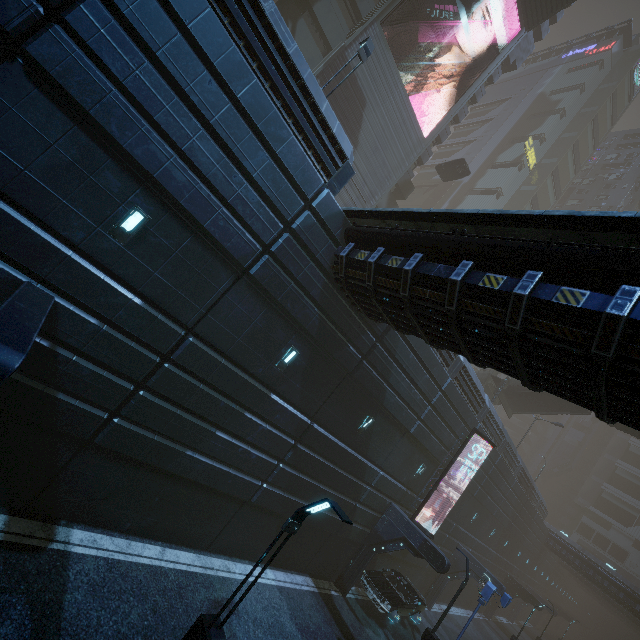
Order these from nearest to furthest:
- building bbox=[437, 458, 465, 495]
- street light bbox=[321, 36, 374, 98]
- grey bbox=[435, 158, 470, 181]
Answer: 1. street light bbox=[321, 36, 374, 98]
2. building bbox=[437, 458, 465, 495]
3. grey bbox=[435, 158, 470, 181]

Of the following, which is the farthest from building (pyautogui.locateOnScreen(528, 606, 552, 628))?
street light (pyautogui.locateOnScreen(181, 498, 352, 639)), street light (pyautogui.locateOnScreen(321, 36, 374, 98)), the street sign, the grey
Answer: street light (pyautogui.locateOnScreen(181, 498, 352, 639))

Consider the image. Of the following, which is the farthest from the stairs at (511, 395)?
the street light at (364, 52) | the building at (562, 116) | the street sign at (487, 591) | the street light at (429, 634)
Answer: the street light at (364, 52)

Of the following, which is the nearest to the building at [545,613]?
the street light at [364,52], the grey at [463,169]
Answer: the street light at [364,52]

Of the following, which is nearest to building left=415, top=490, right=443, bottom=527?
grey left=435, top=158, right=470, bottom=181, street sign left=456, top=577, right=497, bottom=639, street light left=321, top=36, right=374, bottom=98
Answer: street light left=321, top=36, right=374, bottom=98

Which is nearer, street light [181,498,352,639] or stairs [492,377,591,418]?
street light [181,498,352,639]

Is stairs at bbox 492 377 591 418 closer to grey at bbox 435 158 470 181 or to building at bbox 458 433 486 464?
building at bbox 458 433 486 464

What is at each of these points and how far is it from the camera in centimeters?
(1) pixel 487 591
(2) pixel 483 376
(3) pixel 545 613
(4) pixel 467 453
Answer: (1) street sign, 1538cm
(2) stairs, 3098cm
(3) building, 5150cm
(4) building, 2067cm
